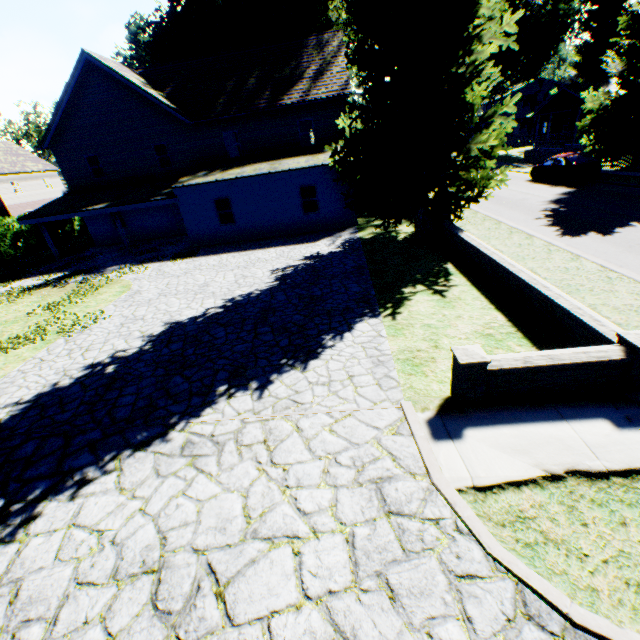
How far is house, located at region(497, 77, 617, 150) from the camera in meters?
33.3 m

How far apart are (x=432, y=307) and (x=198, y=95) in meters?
22.7

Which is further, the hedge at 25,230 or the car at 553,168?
the hedge at 25,230

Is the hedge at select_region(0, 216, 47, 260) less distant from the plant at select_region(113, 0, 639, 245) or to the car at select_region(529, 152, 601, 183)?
the plant at select_region(113, 0, 639, 245)

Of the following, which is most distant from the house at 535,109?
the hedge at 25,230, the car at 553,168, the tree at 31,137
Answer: the tree at 31,137

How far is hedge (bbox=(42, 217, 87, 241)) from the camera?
29.7 meters

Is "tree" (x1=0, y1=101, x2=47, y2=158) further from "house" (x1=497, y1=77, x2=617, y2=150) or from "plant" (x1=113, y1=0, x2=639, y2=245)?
"house" (x1=497, y1=77, x2=617, y2=150)

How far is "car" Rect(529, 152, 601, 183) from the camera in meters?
20.3
